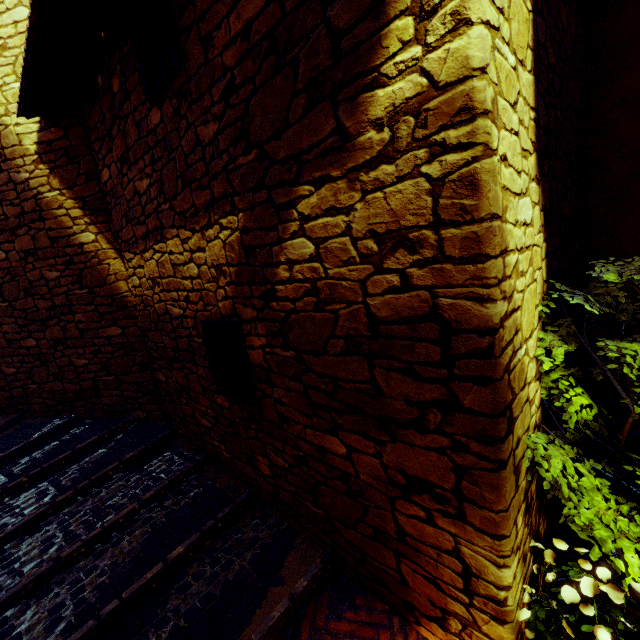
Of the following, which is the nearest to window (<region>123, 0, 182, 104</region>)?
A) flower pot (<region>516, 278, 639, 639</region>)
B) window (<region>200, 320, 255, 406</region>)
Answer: window (<region>200, 320, 255, 406</region>)

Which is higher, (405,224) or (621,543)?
(405,224)

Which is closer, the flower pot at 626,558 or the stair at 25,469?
the flower pot at 626,558

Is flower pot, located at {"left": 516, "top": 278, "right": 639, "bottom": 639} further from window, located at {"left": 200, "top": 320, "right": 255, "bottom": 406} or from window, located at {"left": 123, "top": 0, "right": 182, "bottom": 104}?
window, located at {"left": 123, "top": 0, "right": 182, "bottom": 104}

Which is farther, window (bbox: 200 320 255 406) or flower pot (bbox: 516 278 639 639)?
window (bbox: 200 320 255 406)

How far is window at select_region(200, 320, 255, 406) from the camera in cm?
Result: 254

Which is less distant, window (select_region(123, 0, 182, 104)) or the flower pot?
the flower pot

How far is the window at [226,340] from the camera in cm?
254
